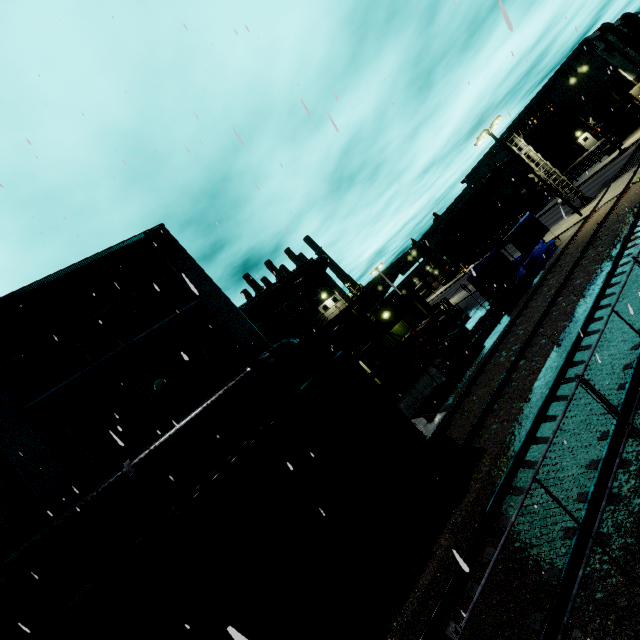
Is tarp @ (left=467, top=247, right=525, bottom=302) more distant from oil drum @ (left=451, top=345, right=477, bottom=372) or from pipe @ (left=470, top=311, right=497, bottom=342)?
oil drum @ (left=451, top=345, right=477, bottom=372)

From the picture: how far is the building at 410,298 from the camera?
25.1 meters

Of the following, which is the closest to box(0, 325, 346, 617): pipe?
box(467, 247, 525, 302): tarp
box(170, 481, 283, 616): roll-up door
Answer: box(467, 247, 525, 302): tarp

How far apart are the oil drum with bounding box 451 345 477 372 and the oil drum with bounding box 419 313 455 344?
1.34m

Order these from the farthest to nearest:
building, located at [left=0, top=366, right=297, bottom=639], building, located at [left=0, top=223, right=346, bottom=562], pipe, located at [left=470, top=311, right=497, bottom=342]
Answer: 1. pipe, located at [left=470, top=311, right=497, bottom=342]
2. building, located at [left=0, top=223, right=346, bottom=562]
3. building, located at [left=0, top=366, right=297, bottom=639]

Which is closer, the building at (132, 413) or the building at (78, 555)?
the building at (78, 555)

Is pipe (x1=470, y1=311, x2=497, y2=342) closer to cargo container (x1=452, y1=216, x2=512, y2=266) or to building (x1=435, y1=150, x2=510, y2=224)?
building (x1=435, y1=150, x2=510, y2=224)

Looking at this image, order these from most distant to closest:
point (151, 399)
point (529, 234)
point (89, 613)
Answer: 1. point (529, 234)
2. point (151, 399)
3. point (89, 613)
